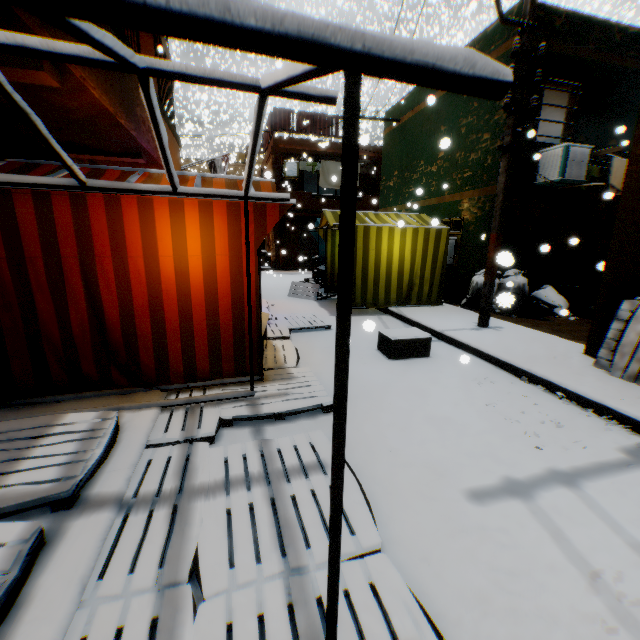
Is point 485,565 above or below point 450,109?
below

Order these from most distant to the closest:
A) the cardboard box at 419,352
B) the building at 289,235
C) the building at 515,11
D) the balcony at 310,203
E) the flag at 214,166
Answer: the building at 289,235
the balcony at 310,203
the flag at 214,166
the building at 515,11
the cardboard box at 419,352

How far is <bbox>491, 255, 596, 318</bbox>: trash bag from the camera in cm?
755

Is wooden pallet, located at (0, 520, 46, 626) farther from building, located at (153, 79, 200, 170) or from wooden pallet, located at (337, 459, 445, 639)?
building, located at (153, 79, 200, 170)

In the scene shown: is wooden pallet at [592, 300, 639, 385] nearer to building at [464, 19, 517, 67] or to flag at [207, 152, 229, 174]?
building at [464, 19, 517, 67]

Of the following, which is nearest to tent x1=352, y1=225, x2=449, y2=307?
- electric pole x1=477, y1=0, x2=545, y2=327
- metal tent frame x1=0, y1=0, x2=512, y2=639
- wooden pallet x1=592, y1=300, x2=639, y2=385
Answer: metal tent frame x1=0, y1=0, x2=512, y2=639

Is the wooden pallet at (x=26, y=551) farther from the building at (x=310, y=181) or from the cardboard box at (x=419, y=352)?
the cardboard box at (x=419, y=352)
